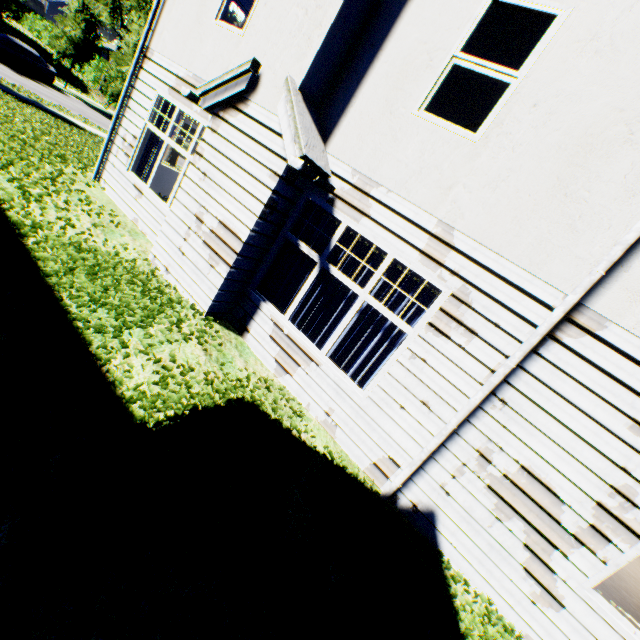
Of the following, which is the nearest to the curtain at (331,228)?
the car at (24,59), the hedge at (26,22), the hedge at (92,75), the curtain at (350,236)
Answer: the curtain at (350,236)

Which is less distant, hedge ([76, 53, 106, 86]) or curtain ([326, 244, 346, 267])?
curtain ([326, 244, 346, 267])

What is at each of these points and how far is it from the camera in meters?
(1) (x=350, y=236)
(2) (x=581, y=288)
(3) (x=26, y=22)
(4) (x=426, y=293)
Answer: (1) curtain, 5.3
(2) drain pipe, 3.4
(3) hedge, 45.6
(4) curtain, 4.6

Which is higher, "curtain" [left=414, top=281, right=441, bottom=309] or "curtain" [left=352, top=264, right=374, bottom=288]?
"curtain" [left=414, top=281, right=441, bottom=309]

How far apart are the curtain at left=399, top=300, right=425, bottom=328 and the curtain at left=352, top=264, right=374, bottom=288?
0.1 meters

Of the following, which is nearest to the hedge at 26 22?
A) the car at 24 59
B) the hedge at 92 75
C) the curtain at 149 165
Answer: the hedge at 92 75

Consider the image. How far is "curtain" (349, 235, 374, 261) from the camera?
5.0m
